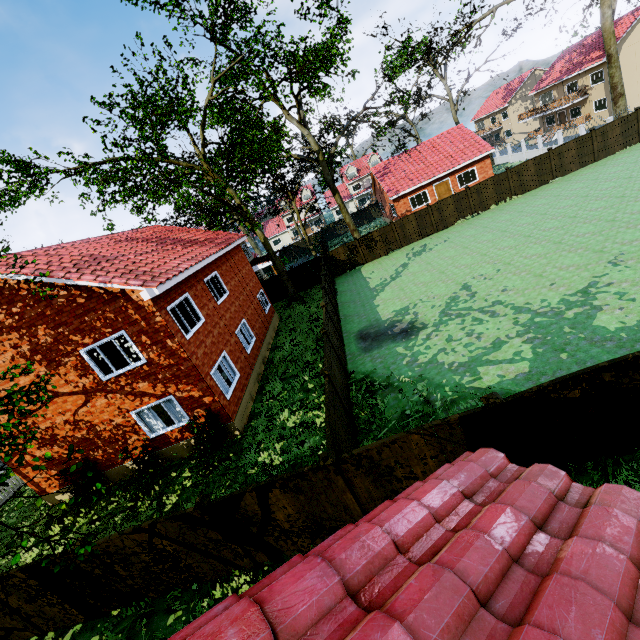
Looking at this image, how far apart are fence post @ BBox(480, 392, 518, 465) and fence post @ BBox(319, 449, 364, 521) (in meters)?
3.12

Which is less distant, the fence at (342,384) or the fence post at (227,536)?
the fence post at (227,536)

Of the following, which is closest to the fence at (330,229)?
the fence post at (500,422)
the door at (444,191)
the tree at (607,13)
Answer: the fence post at (500,422)

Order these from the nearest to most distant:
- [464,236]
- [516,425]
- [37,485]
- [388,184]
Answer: [516,425], [37,485], [464,236], [388,184]

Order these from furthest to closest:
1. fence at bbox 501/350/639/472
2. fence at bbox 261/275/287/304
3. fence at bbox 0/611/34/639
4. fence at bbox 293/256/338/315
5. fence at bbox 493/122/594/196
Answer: fence at bbox 261/275/287/304 < fence at bbox 493/122/594/196 < fence at bbox 293/256/338/315 < fence at bbox 0/611/34/639 < fence at bbox 501/350/639/472

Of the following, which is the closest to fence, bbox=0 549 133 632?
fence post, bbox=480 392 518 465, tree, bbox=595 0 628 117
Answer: fence post, bbox=480 392 518 465

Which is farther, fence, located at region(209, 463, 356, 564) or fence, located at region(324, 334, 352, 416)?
fence, located at region(324, 334, 352, 416)

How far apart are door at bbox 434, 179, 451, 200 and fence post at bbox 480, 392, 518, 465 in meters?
31.4
